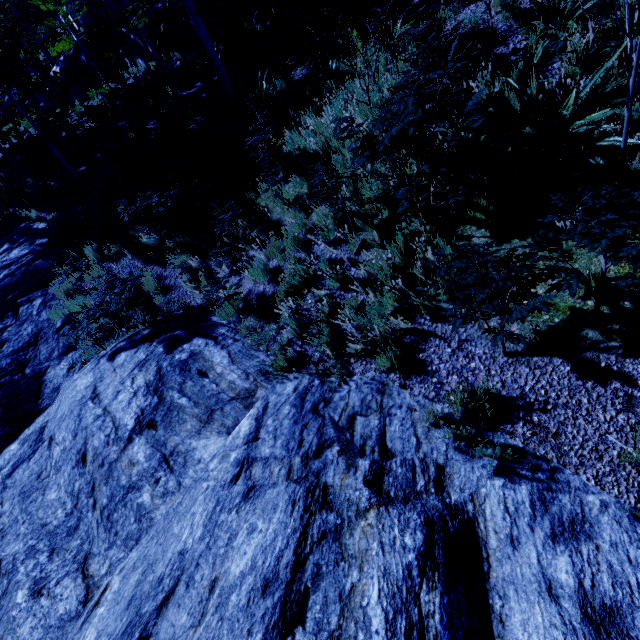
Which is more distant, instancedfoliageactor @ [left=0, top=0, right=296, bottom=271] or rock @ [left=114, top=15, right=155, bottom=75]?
rock @ [left=114, top=15, right=155, bottom=75]

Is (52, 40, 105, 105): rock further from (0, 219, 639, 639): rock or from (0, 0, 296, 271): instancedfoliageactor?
(0, 219, 639, 639): rock

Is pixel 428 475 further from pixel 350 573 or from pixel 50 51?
pixel 50 51

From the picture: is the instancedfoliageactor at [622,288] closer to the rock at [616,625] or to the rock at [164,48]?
the rock at [616,625]

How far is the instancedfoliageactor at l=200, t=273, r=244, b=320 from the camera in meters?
5.8 m

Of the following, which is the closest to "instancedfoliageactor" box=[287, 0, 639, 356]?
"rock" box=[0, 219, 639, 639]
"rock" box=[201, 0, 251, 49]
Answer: "rock" box=[0, 219, 639, 639]

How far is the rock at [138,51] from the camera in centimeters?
1446cm

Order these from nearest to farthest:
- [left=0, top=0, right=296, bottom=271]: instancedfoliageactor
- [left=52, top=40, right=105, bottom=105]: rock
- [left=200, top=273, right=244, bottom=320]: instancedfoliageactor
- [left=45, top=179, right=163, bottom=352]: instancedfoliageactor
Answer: [left=200, top=273, right=244, bottom=320]: instancedfoliageactor → [left=45, top=179, right=163, bottom=352]: instancedfoliageactor → [left=0, top=0, right=296, bottom=271]: instancedfoliageactor → [left=52, top=40, right=105, bottom=105]: rock
